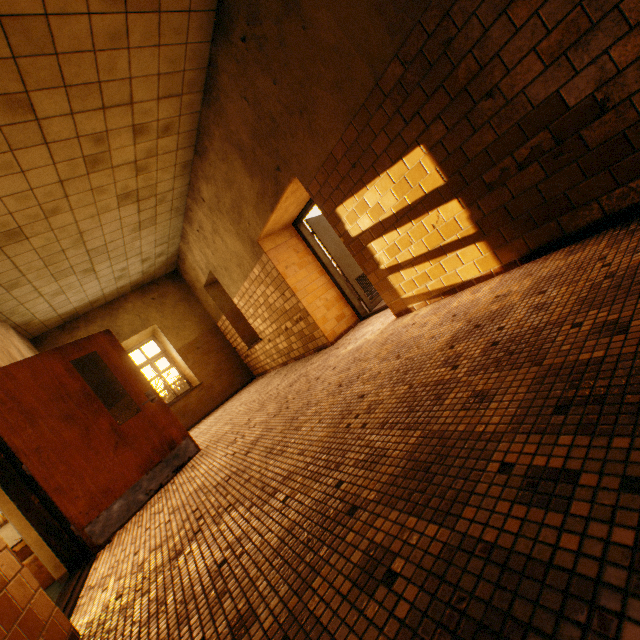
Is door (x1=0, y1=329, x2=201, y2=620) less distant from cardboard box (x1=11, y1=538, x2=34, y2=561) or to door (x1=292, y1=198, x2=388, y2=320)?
cardboard box (x1=11, y1=538, x2=34, y2=561)

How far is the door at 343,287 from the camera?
5.9m

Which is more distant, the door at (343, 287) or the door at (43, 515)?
the door at (343, 287)

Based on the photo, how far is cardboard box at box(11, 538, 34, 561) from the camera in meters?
3.5 m

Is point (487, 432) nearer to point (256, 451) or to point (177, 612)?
point (177, 612)

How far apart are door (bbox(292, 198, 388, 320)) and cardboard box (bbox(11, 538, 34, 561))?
5.1m

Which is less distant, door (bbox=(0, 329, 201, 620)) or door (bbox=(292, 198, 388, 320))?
door (bbox=(0, 329, 201, 620))
